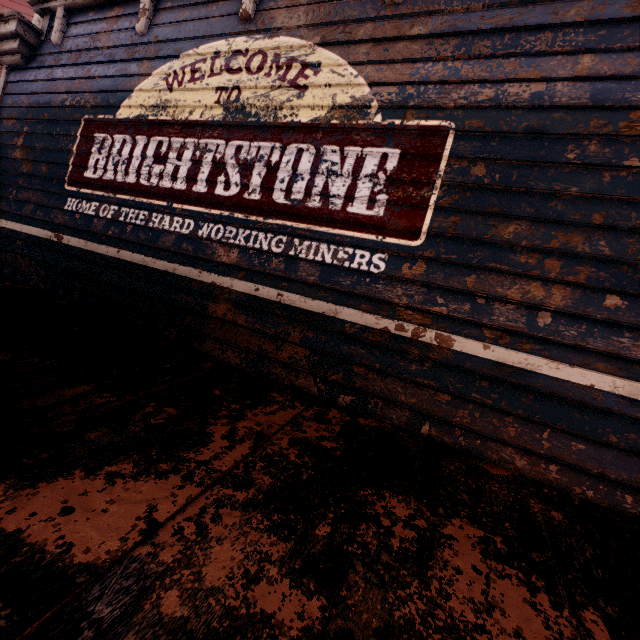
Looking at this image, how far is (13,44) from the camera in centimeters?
505cm
